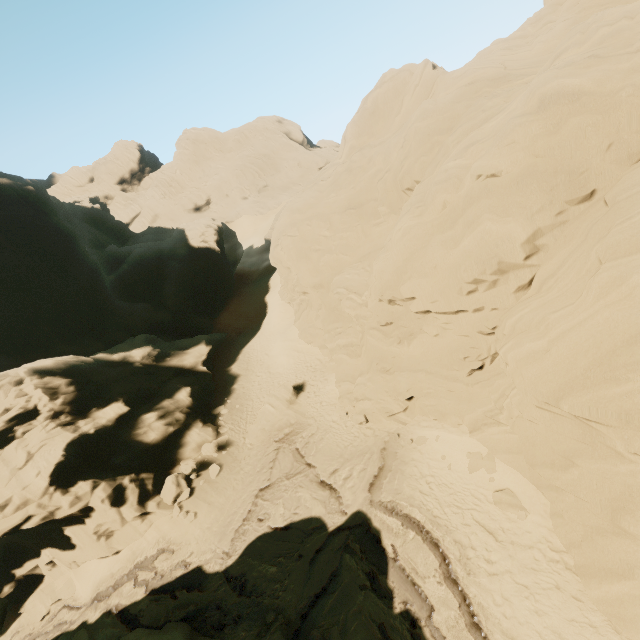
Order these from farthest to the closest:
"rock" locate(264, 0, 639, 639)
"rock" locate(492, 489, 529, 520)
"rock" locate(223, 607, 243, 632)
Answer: "rock" locate(223, 607, 243, 632) → "rock" locate(492, 489, 529, 520) → "rock" locate(264, 0, 639, 639)

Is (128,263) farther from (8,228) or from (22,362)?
(22,362)

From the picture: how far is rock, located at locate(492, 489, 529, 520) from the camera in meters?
11.8 m

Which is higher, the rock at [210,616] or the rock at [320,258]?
the rock at [320,258]

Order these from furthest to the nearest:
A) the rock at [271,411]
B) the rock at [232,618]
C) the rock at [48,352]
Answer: the rock at [271,411], the rock at [48,352], the rock at [232,618]

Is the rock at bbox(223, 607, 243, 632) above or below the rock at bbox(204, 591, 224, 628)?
below
